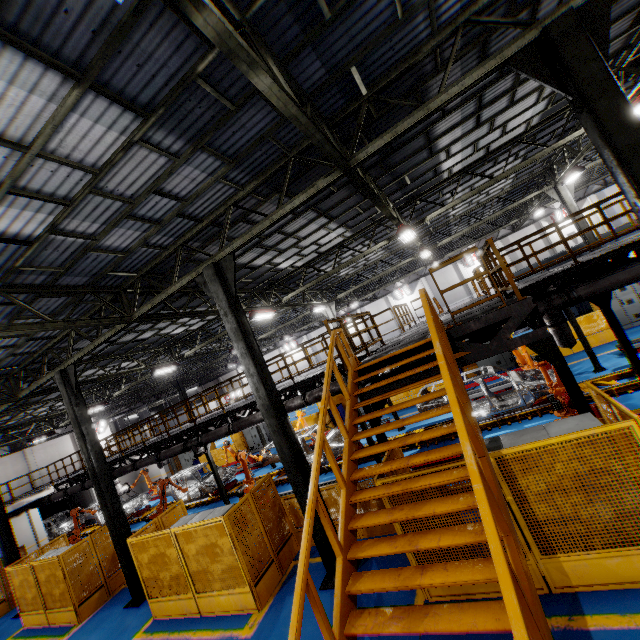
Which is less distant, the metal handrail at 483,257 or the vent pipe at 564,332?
the metal handrail at 483,257

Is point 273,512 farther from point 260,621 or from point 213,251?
point 213,251

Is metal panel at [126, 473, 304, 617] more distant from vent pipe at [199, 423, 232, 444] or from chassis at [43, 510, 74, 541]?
chassis at [43, 510, 74, 541]

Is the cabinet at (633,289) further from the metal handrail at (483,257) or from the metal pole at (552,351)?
the metal pole at (552,351)

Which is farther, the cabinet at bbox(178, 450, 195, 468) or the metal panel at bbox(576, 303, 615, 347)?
the cabinet at bbox(178, 450, 195, 468)

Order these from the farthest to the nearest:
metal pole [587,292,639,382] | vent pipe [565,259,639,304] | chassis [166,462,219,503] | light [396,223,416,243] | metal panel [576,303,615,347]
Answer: chassis [166,462,219,503], metal panel [576,303,615,347], light [396,223,416,243], metal pole [587,292,639,382], vent pipe [565,259,639,304]

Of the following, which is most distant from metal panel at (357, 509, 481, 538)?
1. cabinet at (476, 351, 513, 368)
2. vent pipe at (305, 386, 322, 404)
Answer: vent pipe at (305, 386, 322, 404)

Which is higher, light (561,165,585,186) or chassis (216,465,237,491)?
light (561,165,585,186)
